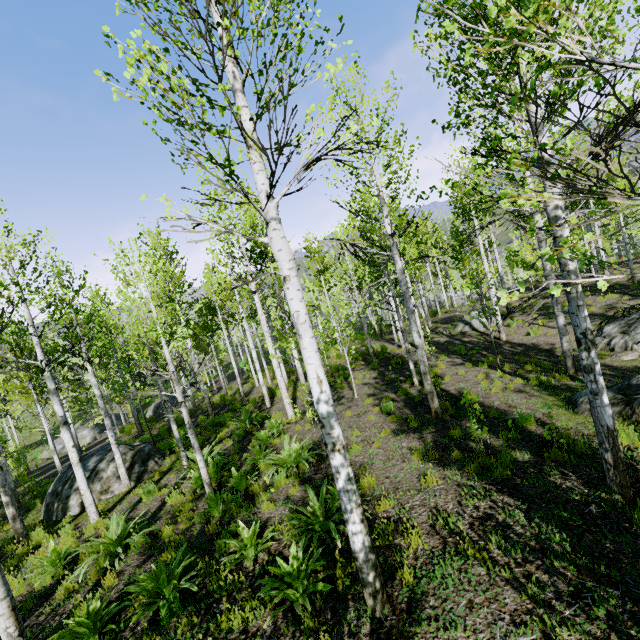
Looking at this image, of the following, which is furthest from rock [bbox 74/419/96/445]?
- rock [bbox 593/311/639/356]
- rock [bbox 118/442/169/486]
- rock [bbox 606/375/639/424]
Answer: rock [bbox 593/311/639/356]

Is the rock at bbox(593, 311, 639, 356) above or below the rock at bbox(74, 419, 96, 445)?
above

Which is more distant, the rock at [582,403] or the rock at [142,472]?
the rock at [142,472]

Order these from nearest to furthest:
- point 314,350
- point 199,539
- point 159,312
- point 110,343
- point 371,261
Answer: point 314,350 → point 199,539 → point 159,312 → point 371,261 → point 110,343

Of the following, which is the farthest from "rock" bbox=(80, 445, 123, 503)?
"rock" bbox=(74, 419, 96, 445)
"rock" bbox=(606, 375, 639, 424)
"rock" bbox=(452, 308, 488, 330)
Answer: "rock" bbox=(74, 419, 96, 445)

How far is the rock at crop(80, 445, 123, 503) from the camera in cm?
1067

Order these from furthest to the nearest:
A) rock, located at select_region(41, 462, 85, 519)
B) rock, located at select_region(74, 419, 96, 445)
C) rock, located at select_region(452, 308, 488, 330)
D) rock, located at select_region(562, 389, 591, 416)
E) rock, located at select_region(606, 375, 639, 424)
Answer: rock, located at select_region(74, 419, 96, 445) → rock, located at select_region(452, 308, 488, 330) → rock, located at select_region(41, 462, 85, 519) → rock, located at select_region(562, 389, 591, 416) → rock, located at select_region(606, 375, 639, 424)

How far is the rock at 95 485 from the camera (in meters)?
10.67
